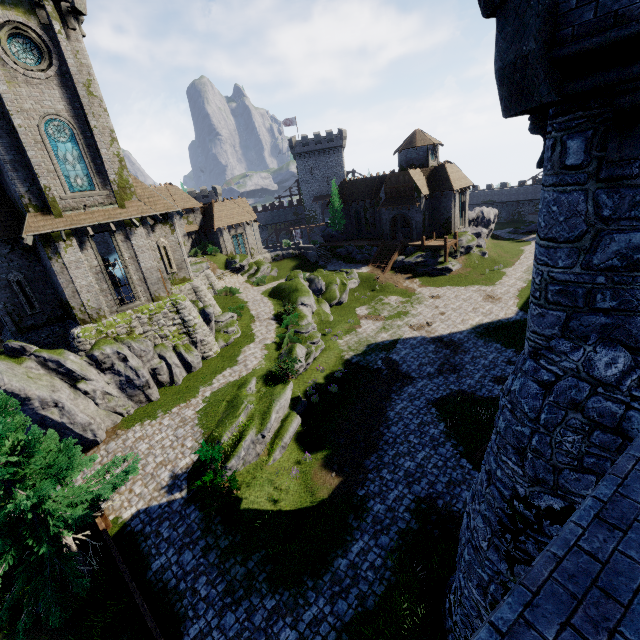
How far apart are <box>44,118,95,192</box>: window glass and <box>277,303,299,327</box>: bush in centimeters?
1558cm

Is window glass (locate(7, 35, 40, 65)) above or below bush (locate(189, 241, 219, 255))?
above

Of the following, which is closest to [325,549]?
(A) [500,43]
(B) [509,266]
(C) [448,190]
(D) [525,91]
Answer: (D) [525,91]

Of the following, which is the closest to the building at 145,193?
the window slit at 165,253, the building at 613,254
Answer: the window slit at 165,253

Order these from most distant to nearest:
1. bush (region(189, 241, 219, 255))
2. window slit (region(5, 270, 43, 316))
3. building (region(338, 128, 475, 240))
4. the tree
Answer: bush (region(189, 241, 219, 255)) < building (region(338, 128, 475, 240)) < window slit (region(5, 270, 43, 316)) < the tree

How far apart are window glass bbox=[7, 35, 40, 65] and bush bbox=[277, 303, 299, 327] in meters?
20.8

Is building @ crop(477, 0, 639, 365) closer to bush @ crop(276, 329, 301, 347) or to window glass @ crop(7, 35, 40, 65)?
bush @ crop(276, 329, 301, 347)

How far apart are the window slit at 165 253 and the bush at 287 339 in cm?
972
